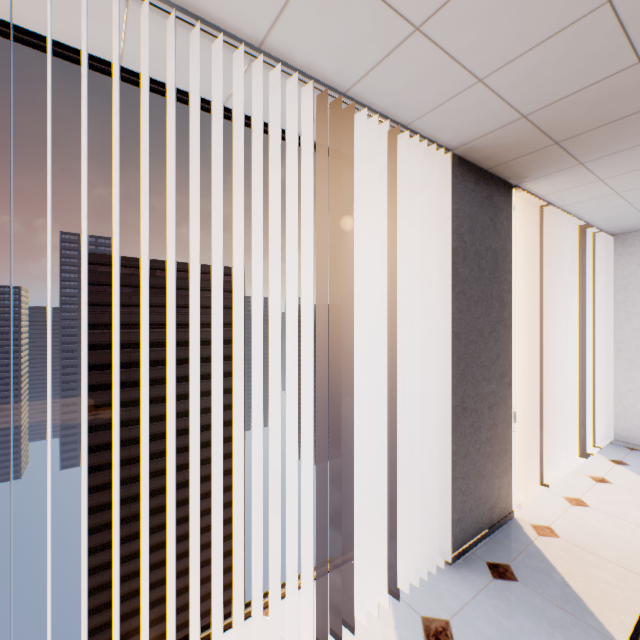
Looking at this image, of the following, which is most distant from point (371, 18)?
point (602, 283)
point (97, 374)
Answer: point (97, 374)

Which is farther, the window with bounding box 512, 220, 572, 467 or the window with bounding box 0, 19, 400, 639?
the window with bounding box 512, 220, 572, 467

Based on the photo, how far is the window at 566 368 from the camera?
4.3m

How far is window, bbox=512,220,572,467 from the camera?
4.3m

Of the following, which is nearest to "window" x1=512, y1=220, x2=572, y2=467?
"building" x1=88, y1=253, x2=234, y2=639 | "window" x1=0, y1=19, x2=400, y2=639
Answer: "window" x1=0, y1=19, x2=400, y2=639

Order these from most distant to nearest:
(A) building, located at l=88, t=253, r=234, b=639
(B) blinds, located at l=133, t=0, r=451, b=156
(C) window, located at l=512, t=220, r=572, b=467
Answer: (A) building, located at l=88, t=253, r=234, b=639, (C) window, located at l=512, t=220, r=572, b=467, (B) blinds, located at l=133, t=0, r=451, b=156

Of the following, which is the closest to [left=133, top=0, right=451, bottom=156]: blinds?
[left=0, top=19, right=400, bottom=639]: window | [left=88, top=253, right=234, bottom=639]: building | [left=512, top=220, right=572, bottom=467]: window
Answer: [left=0, top=19, right=400, bottom=639]: window

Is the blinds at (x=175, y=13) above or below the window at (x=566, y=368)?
above
